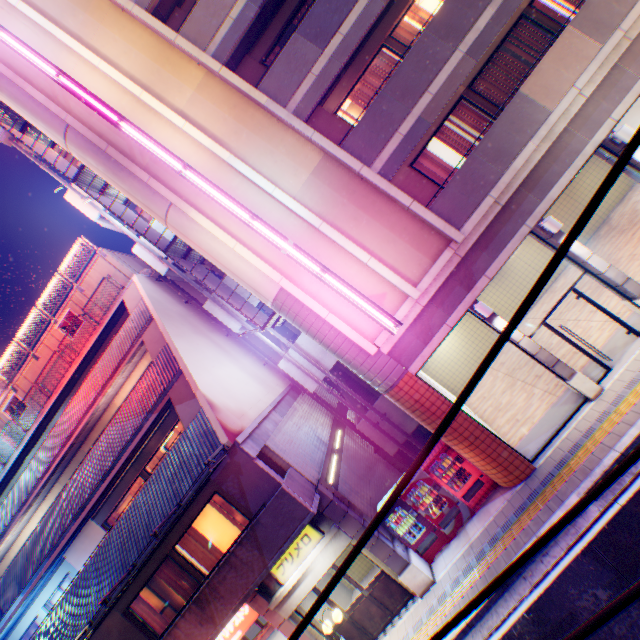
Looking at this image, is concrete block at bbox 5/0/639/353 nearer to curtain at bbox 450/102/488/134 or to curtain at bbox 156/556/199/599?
curtain at bbox 450/102/488/134

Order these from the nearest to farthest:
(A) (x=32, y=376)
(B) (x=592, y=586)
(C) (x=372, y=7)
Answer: (B) (x=592, y=586) < (C) (x=372, y=7) < (A) (x=32, y=376)

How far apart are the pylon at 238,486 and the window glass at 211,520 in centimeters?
203cm

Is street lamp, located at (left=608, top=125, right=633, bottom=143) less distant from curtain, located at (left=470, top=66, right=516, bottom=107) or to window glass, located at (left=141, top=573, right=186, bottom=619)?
curtain, located at (left=470, top=66, right=516, bottom=107)

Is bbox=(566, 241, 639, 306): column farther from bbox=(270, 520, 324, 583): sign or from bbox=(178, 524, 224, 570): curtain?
bbox=(178, 524, 224, 570): curtain

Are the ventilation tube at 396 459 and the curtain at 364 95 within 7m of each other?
no

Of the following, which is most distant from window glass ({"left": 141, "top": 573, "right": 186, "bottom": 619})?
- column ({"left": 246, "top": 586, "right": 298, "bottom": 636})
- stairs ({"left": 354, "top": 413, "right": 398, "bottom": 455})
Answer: stairs ({"left": 354, "top": 413, "right": 398, "bottom": 455})

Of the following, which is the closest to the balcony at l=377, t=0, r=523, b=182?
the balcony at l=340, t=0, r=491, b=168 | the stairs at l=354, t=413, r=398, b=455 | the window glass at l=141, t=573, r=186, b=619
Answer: the balcony at l=340, t=0, r=491, b=168
